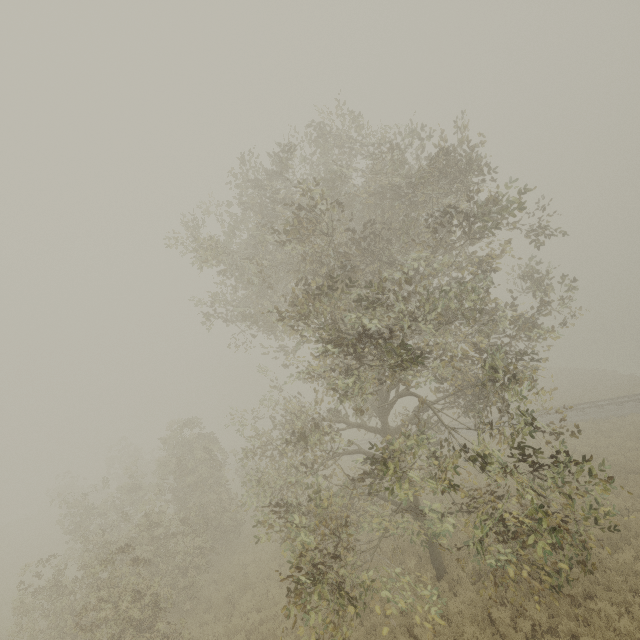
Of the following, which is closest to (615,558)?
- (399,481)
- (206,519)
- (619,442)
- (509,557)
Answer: (509,557)
